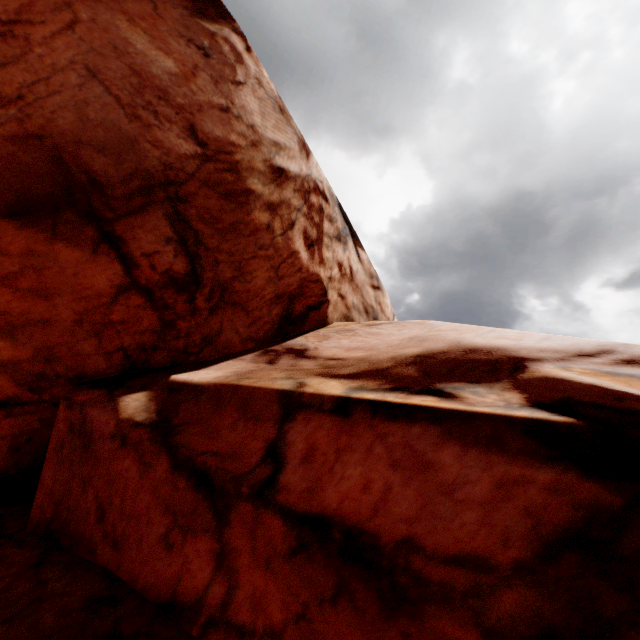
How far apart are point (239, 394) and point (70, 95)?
5.2m
